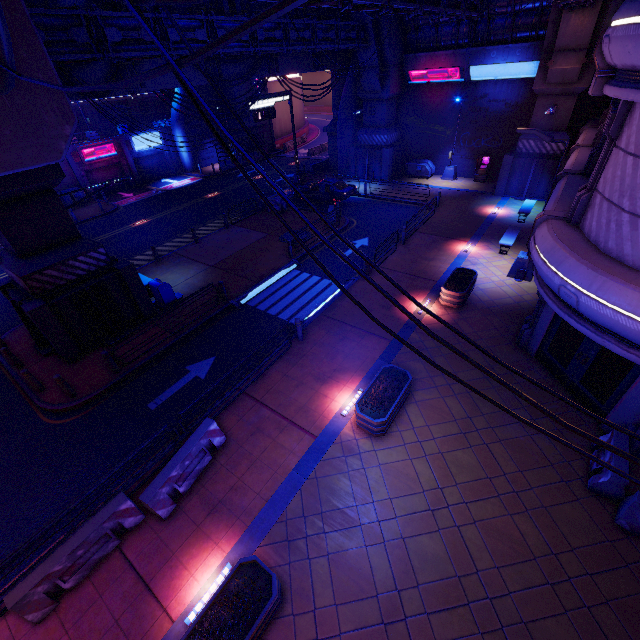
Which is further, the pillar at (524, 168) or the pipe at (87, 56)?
the pillar at (524, 168)

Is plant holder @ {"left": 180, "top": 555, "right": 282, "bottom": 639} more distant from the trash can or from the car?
the car

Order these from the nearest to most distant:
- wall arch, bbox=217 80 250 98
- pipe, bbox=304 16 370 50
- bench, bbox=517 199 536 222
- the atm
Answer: pipe, bbox=304 16 370 50 → bench, bbox=517 199 536 222 → the atm → wall arch, bbox=217 80 250 98

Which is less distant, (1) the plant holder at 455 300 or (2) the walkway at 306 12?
(1) the plant holder at 455 300

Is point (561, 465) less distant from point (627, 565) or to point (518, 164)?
point (627, 565)

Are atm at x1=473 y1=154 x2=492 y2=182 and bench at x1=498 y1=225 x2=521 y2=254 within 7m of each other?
no

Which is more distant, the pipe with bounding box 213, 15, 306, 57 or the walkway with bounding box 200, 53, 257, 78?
the walkway with bounding box 200, 53, 257, 78

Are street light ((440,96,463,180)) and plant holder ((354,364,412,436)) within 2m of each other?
no
